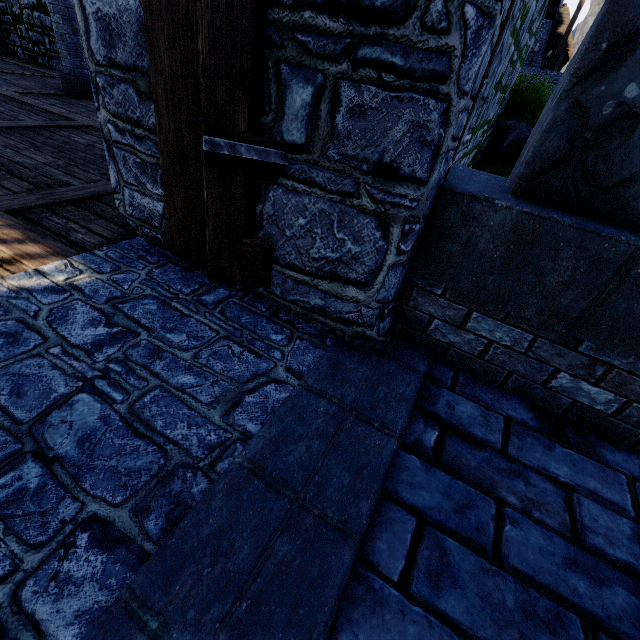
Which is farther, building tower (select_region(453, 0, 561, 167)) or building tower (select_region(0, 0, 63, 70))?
building tower (select_region(0, 0, 63, 70))

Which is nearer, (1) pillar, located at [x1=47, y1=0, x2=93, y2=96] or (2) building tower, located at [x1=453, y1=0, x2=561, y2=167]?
(2) building tower, located at [x1=453, y1=0, x2=561, y2=167]

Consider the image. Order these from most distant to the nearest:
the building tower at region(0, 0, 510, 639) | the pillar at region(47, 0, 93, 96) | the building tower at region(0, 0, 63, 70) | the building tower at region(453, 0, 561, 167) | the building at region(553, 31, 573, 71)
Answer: the building at region(553, 31, 573, 71), the building tower at region(0, 0, 63, 70), the pillar at region(47, 0, 93, 96), the building tower at region(453, 0, 561, 167), the building tower at region(0, 0, 510, 639)

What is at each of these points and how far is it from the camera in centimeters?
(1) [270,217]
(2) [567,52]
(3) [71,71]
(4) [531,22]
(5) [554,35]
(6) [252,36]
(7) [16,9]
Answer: (1) building tower, 195cm
(2) building, 3203cm
(3) pillar, 750cm
(4) building tower, 450cm
(5) building, 3120cm
(6) double door, 146cm
(7) building tower, 1083cm

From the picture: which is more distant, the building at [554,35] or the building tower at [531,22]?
the building at [554,35]

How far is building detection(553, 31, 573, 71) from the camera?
30.7m

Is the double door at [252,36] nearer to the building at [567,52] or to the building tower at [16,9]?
the building tower at [16,9]

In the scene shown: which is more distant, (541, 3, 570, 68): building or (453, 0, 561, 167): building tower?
(541, 3, 570, 68): building
